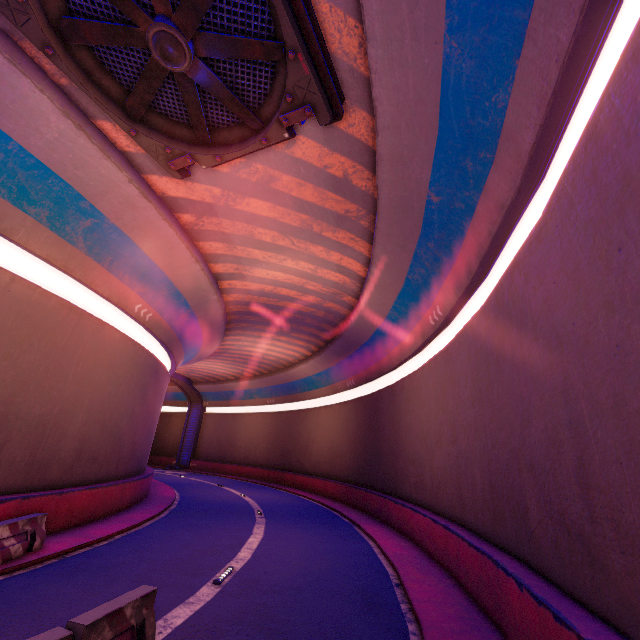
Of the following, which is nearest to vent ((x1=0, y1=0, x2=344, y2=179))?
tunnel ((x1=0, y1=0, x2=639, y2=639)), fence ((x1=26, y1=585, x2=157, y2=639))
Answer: tunnel ((x1=0, y1=0, x2=639, y2=639))

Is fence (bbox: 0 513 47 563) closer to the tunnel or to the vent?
the tunnel

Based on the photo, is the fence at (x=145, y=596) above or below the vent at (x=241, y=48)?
below

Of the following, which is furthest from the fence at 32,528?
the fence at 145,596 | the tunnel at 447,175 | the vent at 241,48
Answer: the vent at 241,48

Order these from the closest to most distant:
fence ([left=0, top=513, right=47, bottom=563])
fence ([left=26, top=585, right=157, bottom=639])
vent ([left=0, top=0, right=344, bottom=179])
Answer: fence ([left=26, top=585, right=157, bottom=639]) → vent ([left=0, top=0, right=344, bottom=179]) → fence ([left=0, top=513, right=47, bottom=563])

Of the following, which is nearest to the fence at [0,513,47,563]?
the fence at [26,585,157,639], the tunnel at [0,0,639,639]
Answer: the tunnel at [0,0,639,639]

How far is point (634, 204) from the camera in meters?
3.6 m
